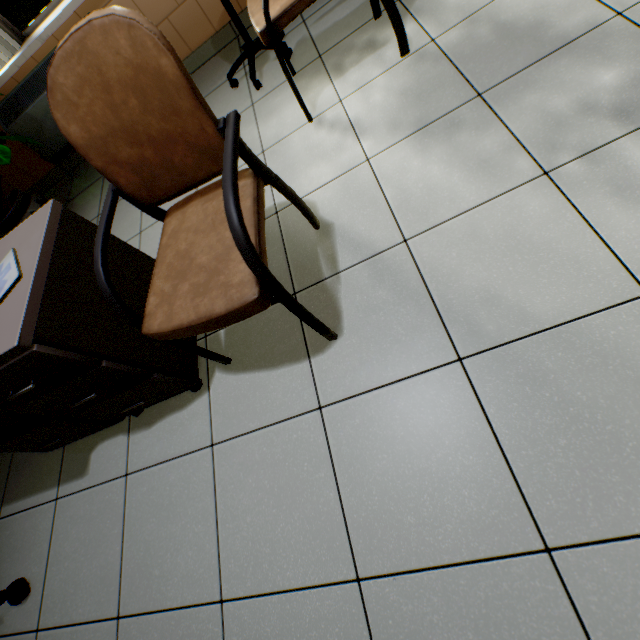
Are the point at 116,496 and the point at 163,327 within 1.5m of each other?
yes

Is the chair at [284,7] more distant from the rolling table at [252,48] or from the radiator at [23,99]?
the radiator at [23,99]

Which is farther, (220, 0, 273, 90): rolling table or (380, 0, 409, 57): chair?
(220, 0, 273, 90): rolling table

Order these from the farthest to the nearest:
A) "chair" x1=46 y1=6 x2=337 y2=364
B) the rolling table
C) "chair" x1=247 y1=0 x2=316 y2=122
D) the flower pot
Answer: the flower pot, the rolling table, "chair" x1=247 y1=0 x2=316 y2=122, "chair" x1=46 y1=6 x2=337 y2=364

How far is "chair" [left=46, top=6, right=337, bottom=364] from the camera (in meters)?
0.80

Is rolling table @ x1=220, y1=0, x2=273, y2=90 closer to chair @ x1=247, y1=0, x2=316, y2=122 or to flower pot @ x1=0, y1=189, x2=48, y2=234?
chair @ x1=247, y1=0, x2=316, y2=122

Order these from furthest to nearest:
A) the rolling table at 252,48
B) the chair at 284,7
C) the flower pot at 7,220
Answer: the flower pot at 7,220
the rolling table at 252,48
the chair at 284,7

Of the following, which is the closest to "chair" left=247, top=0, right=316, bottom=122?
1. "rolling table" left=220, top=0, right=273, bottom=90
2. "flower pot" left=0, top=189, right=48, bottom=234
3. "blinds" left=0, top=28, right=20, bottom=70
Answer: "rolling table" left=220, top=0, right=273, bottom=90
